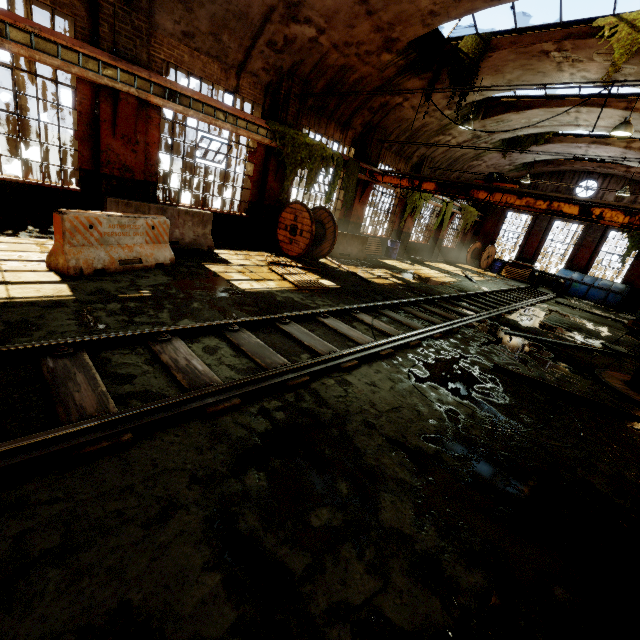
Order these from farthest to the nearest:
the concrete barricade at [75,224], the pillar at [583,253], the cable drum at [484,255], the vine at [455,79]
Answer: the cable drum at [484,255]
the pillar at [583,253]
the vine at [455,79]
the concrete barricade at [75,224]

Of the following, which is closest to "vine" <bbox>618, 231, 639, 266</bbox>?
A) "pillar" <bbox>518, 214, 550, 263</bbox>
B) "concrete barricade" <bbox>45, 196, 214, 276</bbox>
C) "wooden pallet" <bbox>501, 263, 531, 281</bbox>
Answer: "pillar" <bbox>518, 214, 550, 263</bbox>

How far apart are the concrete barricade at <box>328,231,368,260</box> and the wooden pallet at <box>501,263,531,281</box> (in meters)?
14.01

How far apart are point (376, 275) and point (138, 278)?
8.1m

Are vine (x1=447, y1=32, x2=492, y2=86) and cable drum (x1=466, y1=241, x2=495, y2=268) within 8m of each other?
no

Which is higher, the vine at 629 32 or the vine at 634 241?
the vine at 629 32

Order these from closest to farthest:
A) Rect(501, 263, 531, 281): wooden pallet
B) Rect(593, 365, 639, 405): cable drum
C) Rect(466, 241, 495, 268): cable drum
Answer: Rect(593, 365, 639, 405): cable drum
Rect(501, 263, 531, 281): wooden pallet
Rect(466, 241, 495, 268): cable drum

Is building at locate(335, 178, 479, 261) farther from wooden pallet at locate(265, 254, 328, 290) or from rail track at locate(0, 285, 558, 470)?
rail track at locate(0, 285, 558, 470)
